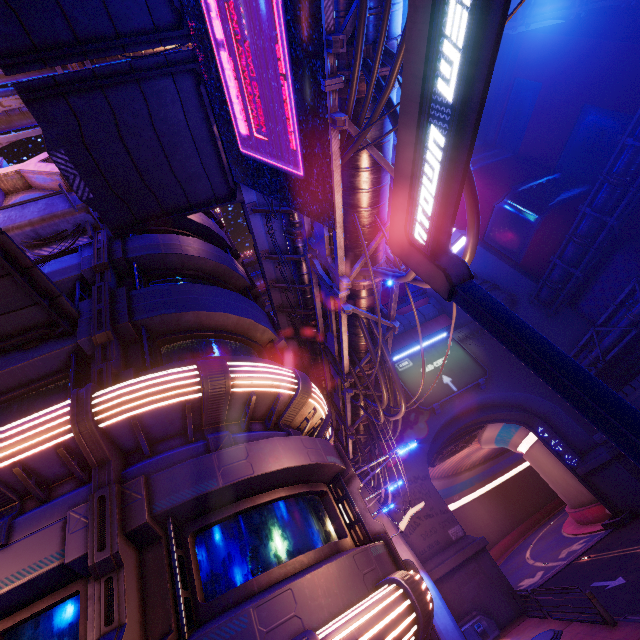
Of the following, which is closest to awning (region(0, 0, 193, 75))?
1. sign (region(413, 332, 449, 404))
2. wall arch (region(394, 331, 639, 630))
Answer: wall arch (region(394, 331, 639, 630))

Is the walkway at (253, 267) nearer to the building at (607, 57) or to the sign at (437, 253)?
the building at (607, 57)

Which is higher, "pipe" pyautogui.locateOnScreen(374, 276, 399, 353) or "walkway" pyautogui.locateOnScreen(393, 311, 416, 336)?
"walkway" pyautogui.locateOnScreen(393, 311, 416, 336)

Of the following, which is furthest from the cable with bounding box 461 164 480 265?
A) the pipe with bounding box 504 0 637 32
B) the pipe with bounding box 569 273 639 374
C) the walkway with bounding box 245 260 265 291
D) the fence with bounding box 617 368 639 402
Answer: the walkway with bounding box 245 260 265 291

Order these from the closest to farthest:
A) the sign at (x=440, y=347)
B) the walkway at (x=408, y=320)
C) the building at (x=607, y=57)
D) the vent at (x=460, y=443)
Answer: the building at (x=607, y=57) → the sign at (x=440, y=347) → the vent at (x=460, y=443) → the walkway at (x=408, y=320)

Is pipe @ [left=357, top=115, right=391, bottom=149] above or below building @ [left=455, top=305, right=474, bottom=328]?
below

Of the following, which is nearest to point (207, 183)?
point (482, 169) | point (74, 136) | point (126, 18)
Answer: point (74, 136)

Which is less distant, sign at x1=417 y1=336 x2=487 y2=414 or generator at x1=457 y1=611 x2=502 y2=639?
generator at x1=457 y1=611 x2=502 y2=639
